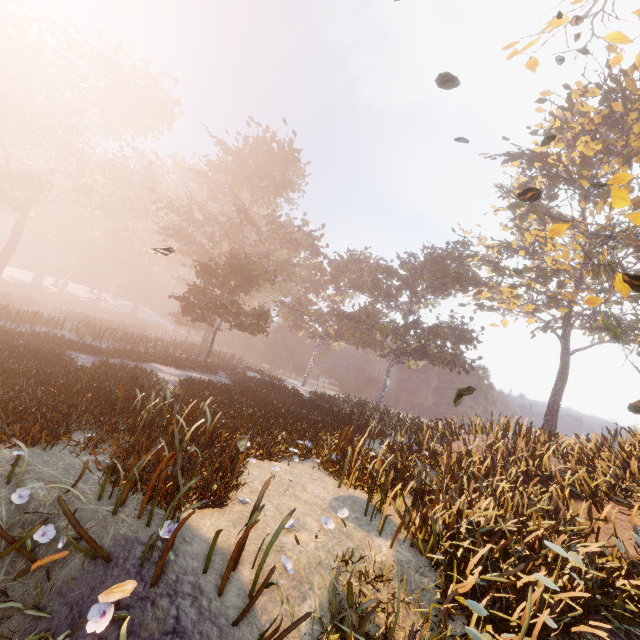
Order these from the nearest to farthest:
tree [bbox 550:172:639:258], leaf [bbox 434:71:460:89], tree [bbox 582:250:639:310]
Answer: leaf [bbox 434:71:460:89]
tree [bbox 550:172:639:258]
tree [bbox 582:250:639:310]

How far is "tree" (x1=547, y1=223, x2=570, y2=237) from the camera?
9.3 meters

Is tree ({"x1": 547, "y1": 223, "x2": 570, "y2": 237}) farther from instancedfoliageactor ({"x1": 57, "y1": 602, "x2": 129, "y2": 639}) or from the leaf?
instancedfoliageactor ({"x1": 57, "y1": 602, "x2": 129, "y2": 639})

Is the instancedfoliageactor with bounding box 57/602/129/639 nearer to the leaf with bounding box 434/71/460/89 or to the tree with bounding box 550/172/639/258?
the leaf with bounding box 434/71/460/89

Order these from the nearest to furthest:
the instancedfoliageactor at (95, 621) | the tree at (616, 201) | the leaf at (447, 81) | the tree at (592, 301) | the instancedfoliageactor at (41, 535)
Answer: the instancedfoliageactor at (95, 621), the instancedfoliageactor at (41, 535), the leaf at (447, 81), the tree at (616, 201), the tree at (592, 301)

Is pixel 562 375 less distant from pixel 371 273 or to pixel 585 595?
pixel 371 273

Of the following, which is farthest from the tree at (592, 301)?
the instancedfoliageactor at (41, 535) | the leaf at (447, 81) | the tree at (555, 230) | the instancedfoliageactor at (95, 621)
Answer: the instancedfoliageactor at (41, 535)

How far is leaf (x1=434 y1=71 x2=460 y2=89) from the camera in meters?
5.7 m
